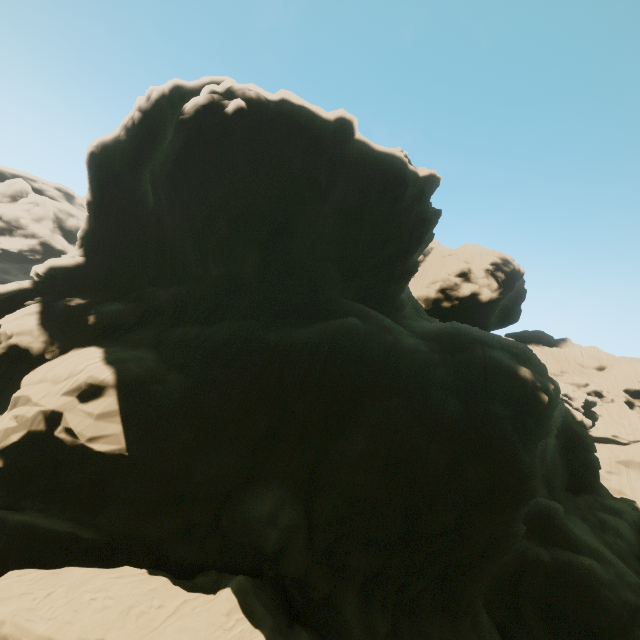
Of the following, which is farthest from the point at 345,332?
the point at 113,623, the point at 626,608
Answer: the point at 626,608
